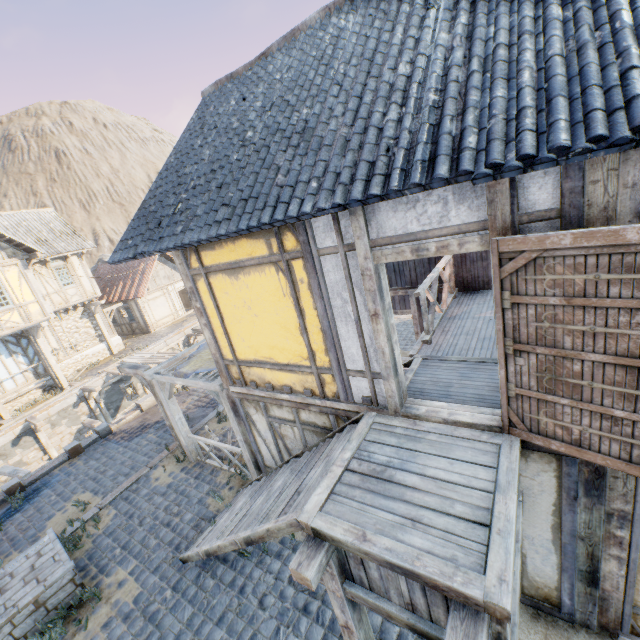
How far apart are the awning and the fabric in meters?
0.0 m

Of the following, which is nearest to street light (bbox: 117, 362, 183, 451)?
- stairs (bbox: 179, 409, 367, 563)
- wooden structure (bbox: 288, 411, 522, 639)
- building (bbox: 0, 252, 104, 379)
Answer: stairs (bbox: 179, 409, 367, 563)

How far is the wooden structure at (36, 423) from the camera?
14.3m

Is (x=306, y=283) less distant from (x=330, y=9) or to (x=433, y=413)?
(x=433, y=413)

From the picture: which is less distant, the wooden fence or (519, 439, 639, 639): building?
(519, 439, 639, 639): building

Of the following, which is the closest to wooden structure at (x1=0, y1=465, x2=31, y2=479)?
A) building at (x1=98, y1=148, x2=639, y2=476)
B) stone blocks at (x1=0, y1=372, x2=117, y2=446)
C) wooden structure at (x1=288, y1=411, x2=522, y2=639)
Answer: stone blocks at (x1=0, y1=372, x2=117, y2=446)

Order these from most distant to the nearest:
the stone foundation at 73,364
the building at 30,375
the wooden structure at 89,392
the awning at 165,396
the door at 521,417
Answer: the stone foundation at 73,364 → the building at 30,375 → the wooden structure at 89,392 → the awning at 165,396 → the door at 521,417

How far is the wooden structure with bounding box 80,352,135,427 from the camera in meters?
13.4
